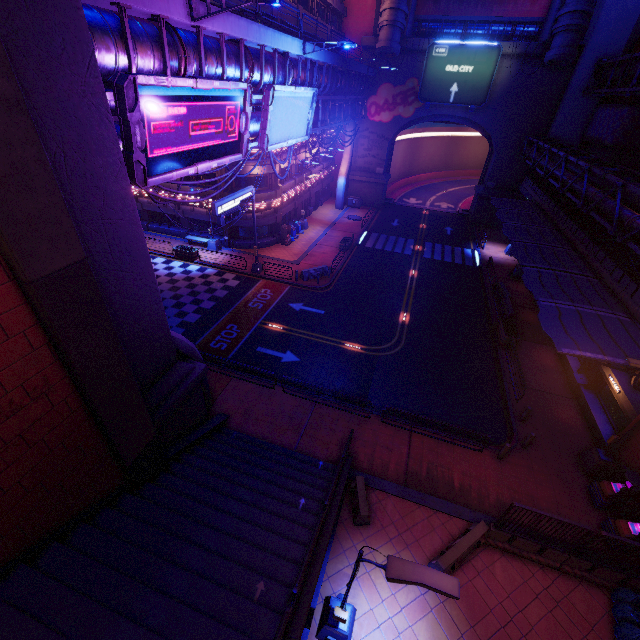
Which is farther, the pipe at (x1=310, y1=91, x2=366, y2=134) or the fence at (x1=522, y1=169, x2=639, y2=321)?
the pipe at (x1=310, y1=91, x2=366, y2=134)

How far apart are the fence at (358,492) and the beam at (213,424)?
6.6m

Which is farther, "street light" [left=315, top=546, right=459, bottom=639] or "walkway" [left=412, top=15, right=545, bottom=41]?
"walkway" [left=412, top=15, right=545, bottom=41]

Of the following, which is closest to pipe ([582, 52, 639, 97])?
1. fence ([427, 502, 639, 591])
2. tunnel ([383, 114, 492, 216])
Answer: tunnel ([383, 114, 492, 216])

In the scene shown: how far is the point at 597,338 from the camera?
13.6m

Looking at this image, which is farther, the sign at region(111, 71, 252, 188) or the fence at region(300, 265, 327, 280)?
the fence at region(300, 265, 327, 280)

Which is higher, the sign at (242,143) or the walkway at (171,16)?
the walkway at (171,16)

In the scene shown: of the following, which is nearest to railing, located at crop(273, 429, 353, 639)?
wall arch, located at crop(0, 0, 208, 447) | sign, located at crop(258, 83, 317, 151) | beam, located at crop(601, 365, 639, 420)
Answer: wall arch, located at crop(0, 0, 208, 447)
